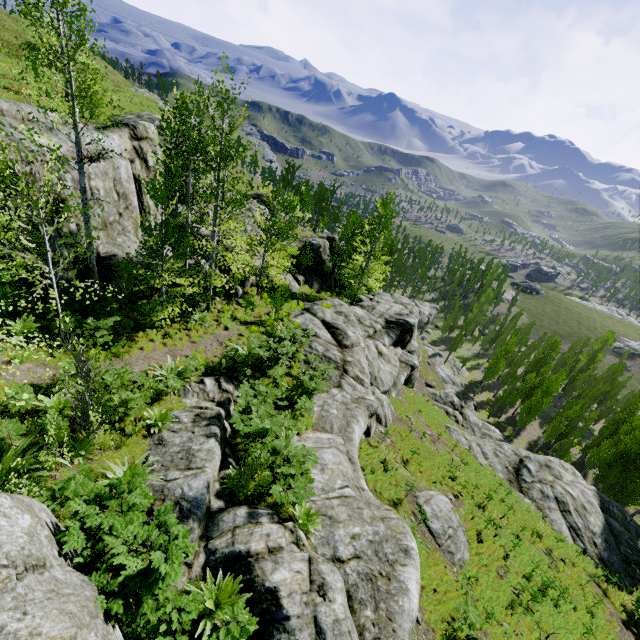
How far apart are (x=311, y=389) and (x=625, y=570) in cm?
2486

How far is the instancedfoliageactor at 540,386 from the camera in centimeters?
3812cm

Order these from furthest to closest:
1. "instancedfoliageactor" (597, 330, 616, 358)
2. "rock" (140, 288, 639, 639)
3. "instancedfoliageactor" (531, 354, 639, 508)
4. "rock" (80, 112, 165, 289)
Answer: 1. "instancedfoliageactor" (597, 330, 616, 358)
2. "instancedfoliageactor" (531, 354, 639, 508)
3. "rock" (80, 112, 165, 289)
4. "rock" (140, 288, 639, 639)

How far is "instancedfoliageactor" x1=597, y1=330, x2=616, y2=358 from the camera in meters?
58.2

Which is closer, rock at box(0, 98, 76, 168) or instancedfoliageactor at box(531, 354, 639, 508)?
rock at box(0, 98, 76, 168)

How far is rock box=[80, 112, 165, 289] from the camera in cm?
1451

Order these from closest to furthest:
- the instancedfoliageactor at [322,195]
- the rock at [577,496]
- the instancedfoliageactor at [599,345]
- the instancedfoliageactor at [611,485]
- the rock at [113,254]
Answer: the rock at [577,496] → the rock at [113,254] → the instancedfoliageactor at [611,485] → the instancedfoliageactor at [322,195] → the instancedfoliageactor at [599,345]
